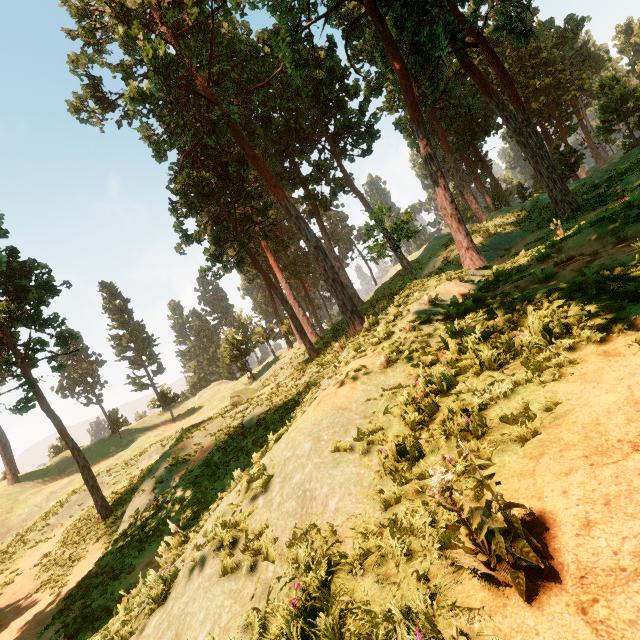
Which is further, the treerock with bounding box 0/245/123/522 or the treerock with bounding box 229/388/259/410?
the treerock with bounding box 229/388/259/410

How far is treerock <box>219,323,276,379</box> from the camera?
42.2 meters

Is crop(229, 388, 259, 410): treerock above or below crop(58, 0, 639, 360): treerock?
below

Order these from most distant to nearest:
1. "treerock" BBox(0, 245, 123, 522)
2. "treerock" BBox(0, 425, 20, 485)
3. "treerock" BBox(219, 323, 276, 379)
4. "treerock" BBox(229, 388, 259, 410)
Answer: "treerock" BBox(219, 323, 276, 379)
"treerock" BBox(0, 425, 20, 485)
"treerock" BBox(229, 388, 259, 410)
"treerock" BBox(0, 245, 123, 522)

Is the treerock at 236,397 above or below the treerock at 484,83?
below

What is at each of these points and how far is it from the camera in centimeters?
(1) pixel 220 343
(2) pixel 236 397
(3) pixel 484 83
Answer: (1) treerock, 5938cm
(2) treerock, 2973cm
(3) treerock, 2552cm
